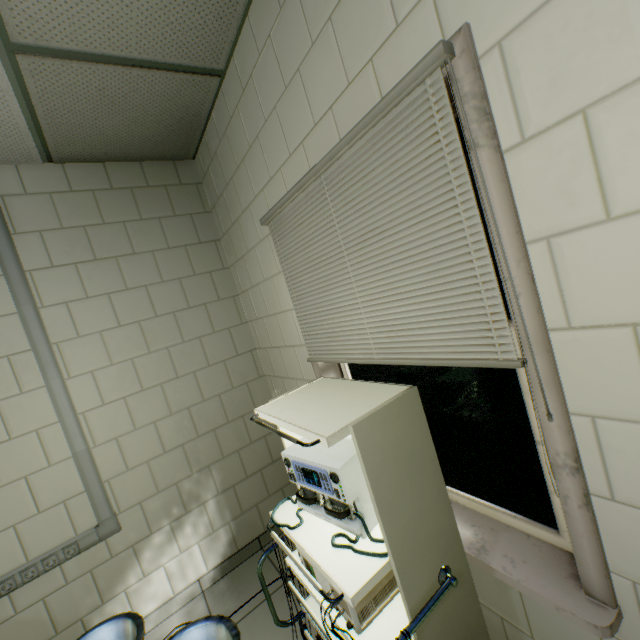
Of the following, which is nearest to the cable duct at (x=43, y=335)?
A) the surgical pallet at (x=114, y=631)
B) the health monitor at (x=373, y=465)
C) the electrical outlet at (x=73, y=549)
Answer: the electrical outlet at (x=73, y=549)

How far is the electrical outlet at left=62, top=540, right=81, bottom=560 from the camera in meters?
2.0

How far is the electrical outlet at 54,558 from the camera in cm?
197

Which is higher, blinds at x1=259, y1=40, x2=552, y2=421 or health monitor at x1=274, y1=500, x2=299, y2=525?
blinds at x1=259, y1=40, x2=552, y2=421

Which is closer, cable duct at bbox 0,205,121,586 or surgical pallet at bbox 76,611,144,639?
surgical pallet at bbox 76,611,144,639

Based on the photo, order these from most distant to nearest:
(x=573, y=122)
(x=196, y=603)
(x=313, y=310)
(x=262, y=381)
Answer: (x=262, y=381), (x=196, y=603), (x=313, y=310), (x=573, y=122)

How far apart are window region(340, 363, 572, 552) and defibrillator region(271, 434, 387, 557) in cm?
58

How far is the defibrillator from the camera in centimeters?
102cm
